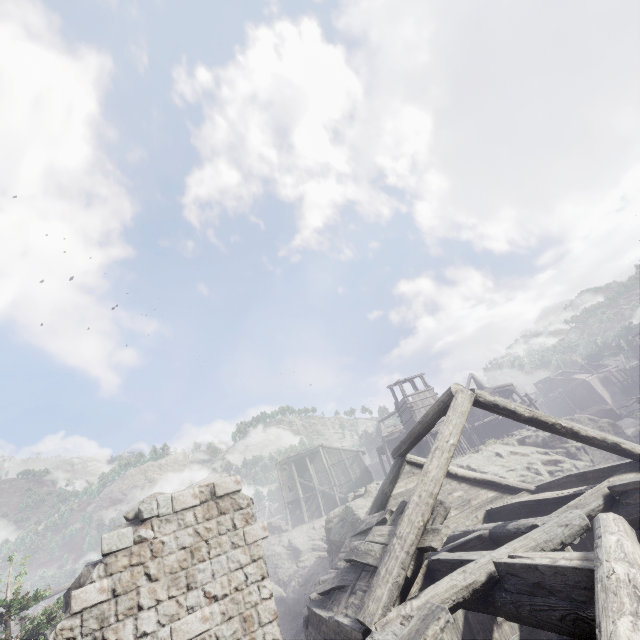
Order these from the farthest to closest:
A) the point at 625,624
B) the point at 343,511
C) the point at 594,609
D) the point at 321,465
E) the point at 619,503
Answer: the point at 321,465, the point at 343,511, the point at 619,503, the point at 594,609, the point at 625,624

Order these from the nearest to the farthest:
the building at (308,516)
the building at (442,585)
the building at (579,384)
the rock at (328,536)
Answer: the building at (442,585), the rock at (328,536), the building at (308,516), the building at (579,384)

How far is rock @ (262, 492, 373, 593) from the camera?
20.5m

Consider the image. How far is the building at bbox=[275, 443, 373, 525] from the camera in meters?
43.5 m

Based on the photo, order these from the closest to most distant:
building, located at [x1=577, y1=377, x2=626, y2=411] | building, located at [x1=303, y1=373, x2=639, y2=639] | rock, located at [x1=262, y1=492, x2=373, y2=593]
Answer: building, located at [x1=303, y1=373, x2=639, y2=639]
rock, located at [x1=262, y1=492, x2=373, y2=593]
building, located at [x1=577, y1=377, x2=626, y2=411]

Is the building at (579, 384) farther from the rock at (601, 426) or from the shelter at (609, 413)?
the shelter at (609, 413)

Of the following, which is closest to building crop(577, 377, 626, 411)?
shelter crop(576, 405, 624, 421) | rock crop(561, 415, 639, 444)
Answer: rock crop(561, 415, 639, 444)
